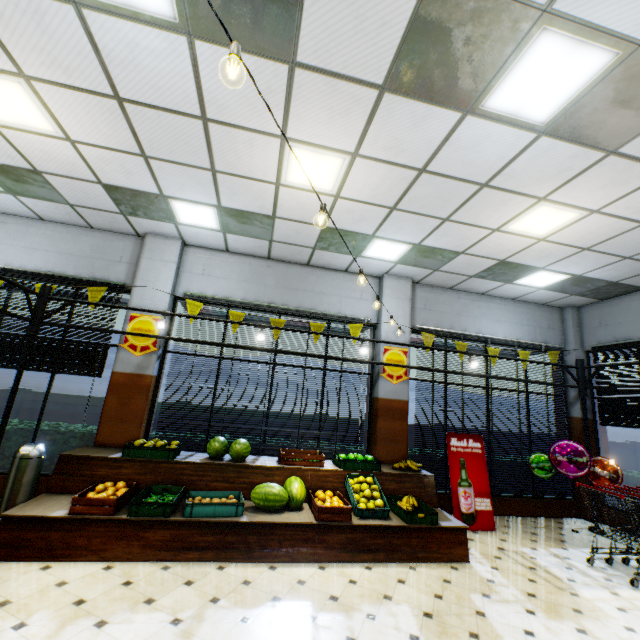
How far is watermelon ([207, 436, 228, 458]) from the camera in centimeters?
519cm

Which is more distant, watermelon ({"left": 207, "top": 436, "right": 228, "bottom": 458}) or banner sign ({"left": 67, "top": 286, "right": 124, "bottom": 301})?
banner sign ({"left": 67, "top": 286, "right": 124, "bottom": 301})

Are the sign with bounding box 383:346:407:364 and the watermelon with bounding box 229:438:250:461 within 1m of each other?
no

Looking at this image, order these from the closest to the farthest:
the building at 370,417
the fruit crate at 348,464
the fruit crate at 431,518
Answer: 1. the fruit crate at 431,518
2. the fruit crate at 348,464
3. the building at 370,417

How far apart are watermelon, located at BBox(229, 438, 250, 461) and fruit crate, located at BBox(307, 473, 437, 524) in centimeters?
169cm

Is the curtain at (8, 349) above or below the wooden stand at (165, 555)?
above

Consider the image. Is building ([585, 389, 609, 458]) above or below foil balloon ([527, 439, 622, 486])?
above

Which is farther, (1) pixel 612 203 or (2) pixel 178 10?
(1) pixel 612 203
